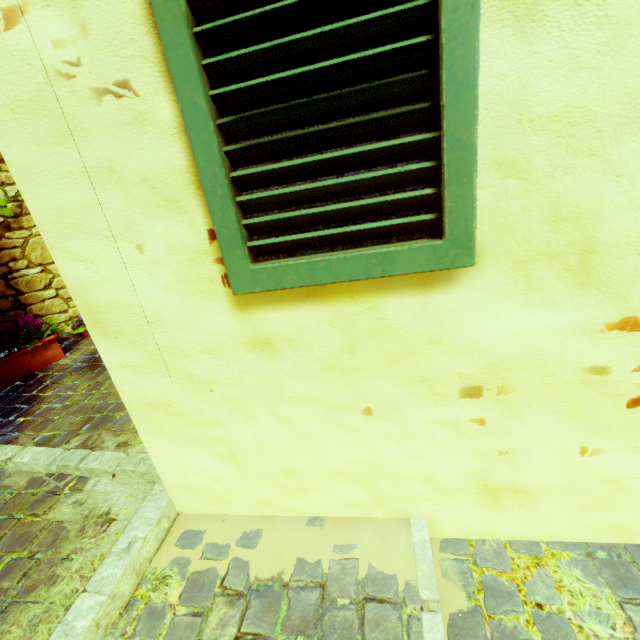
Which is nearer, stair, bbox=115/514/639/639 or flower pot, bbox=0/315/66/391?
stair, bbox=115/514/639/639

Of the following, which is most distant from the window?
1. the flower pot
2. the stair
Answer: the flower pot

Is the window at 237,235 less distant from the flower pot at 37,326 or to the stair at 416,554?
the stair at 416,554

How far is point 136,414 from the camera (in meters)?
1.10

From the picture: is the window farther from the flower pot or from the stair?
the flower pot

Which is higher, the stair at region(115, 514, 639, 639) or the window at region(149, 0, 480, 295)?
the window at region(149, 0, 480, 295)

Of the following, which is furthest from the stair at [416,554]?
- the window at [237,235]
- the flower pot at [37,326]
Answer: the flower pot at [37,326]
